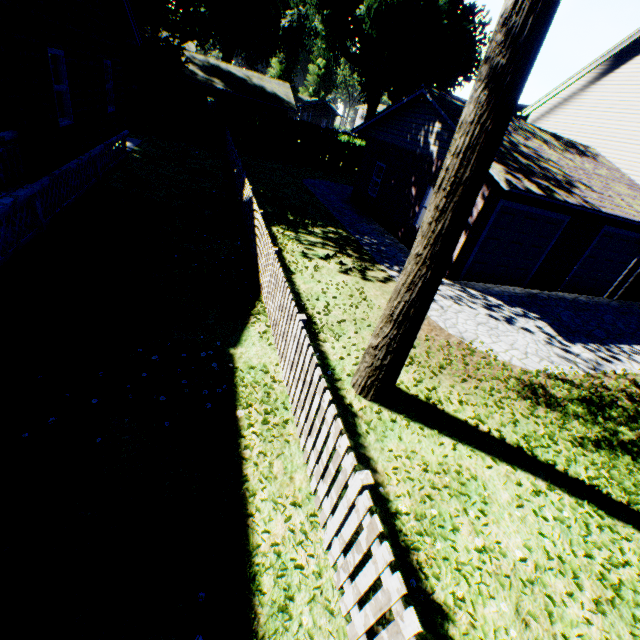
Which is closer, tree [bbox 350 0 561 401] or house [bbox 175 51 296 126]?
tree [bbox 350 0 561 401]

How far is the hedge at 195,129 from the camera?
21.78m

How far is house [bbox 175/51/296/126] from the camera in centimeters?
Answer: 3072cm

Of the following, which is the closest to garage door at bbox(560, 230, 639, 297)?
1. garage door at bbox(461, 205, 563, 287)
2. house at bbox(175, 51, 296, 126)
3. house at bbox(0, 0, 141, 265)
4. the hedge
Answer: garage door at bbox(461, 205, 563, 287)

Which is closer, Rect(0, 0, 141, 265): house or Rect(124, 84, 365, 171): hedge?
Rect(0, 0, 141, 265): house

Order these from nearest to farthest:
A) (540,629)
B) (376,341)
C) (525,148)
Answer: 1. (540,629)
2. (376,341)
3. (525,148)

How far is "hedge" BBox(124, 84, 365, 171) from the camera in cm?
2178

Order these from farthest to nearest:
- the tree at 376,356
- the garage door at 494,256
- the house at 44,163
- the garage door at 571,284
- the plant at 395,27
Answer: the plant at 395,27 < the garage door at 571,284 < the garage door at 494,256 < the house at 44,163 < the tree at 376,356
